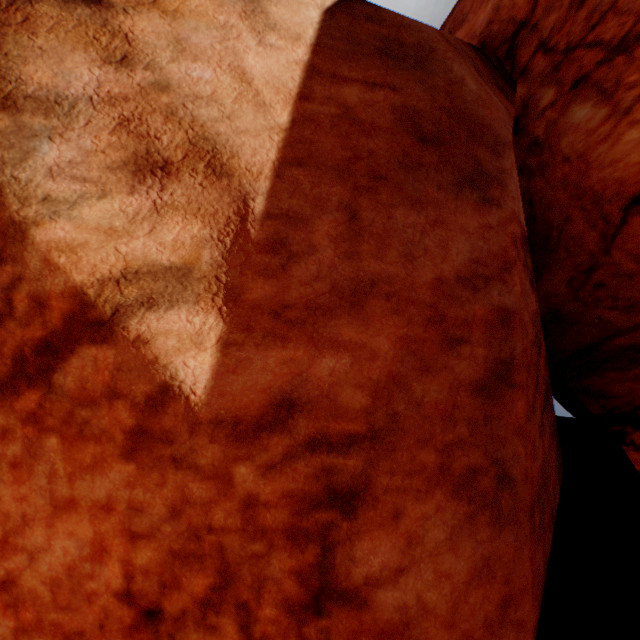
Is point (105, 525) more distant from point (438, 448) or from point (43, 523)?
point (438, 448)
